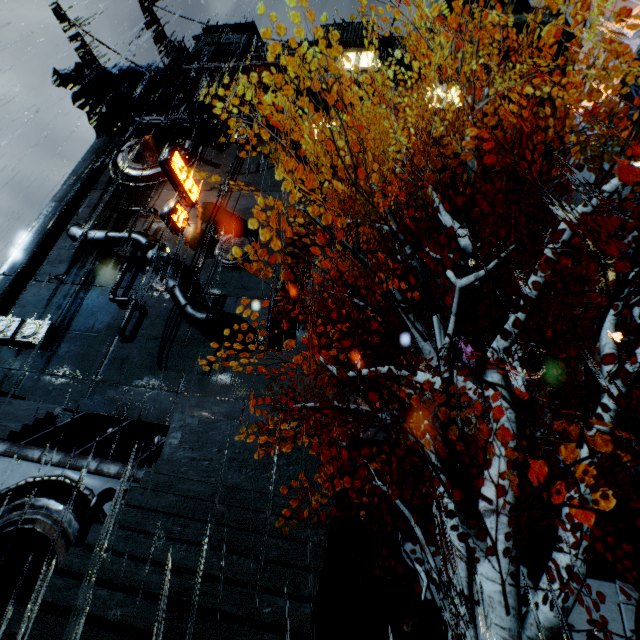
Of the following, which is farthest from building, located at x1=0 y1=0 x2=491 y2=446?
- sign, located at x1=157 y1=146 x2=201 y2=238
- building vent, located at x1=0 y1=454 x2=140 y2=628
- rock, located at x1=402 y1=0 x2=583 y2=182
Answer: rock, located at x1=402 y1=0 x2=583 y2=182

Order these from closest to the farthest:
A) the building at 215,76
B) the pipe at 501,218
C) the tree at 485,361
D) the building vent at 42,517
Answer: the tree at 485,361 < the building vent at 42,517 < the building at 215,76 < the pipe at 501,218

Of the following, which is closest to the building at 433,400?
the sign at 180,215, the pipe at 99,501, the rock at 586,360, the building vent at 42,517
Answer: the rock at 586,360

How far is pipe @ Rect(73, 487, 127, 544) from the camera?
7.0m

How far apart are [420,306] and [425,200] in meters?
11.0 m

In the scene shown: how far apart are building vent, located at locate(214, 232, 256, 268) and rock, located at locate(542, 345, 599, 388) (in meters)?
17.96

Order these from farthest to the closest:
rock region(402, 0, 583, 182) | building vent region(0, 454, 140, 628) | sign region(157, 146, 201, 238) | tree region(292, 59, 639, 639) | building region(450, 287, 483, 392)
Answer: rock region(402, 0, 583, 182)
sign region(157, 146, 201, 238)
building region(450, 287, 483, 392)
building vent region(0, 454, 140, 628)
tree region(292, 59, 639, 639)

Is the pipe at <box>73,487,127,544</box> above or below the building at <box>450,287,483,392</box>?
below
